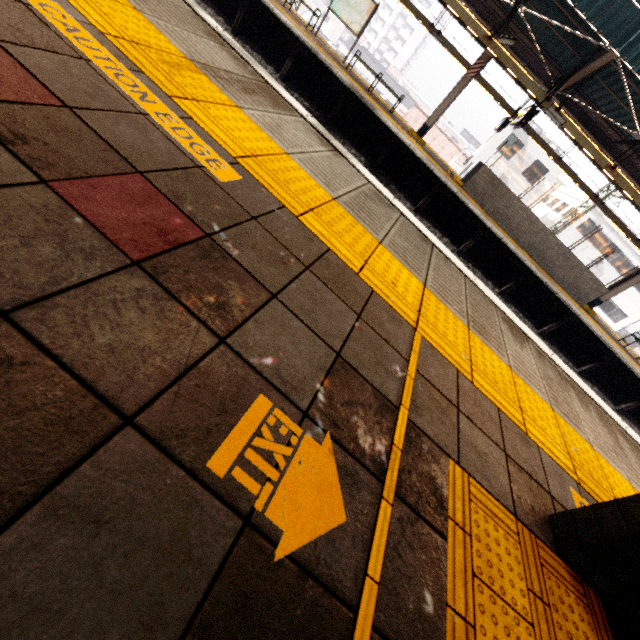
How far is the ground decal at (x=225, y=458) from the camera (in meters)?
0.80

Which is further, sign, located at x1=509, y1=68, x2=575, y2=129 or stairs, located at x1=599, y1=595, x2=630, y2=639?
sign, located at x1=509, y1=68, x2=575, y2=129

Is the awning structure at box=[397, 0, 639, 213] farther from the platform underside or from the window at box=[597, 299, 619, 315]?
the window at box=[597, 299, 619, 315]

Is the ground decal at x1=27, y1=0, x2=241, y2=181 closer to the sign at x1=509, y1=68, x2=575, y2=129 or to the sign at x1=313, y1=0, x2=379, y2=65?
the sign at x1=509, y1=68, x2=575, y2=129

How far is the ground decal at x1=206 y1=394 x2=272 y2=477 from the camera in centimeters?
80cm

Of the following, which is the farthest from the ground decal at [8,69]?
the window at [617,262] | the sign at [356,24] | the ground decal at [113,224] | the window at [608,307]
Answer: the window at [608,307]

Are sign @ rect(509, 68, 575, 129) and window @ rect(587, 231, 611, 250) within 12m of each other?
no

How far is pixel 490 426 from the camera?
1.8m
